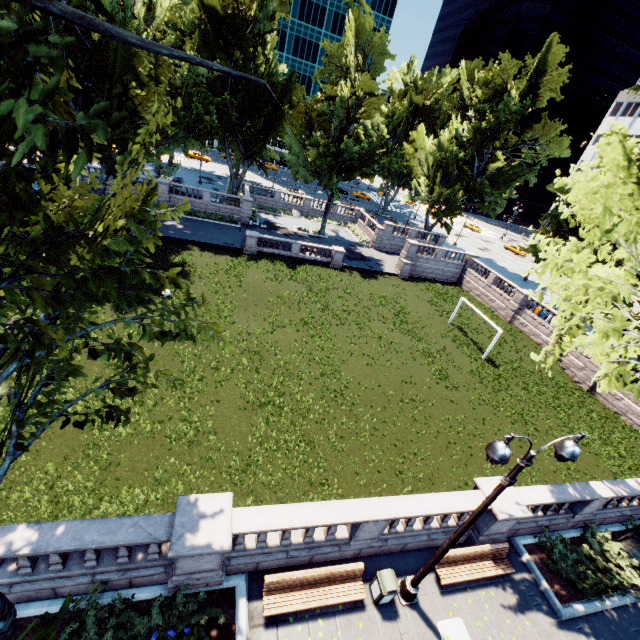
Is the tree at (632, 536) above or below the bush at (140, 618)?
above

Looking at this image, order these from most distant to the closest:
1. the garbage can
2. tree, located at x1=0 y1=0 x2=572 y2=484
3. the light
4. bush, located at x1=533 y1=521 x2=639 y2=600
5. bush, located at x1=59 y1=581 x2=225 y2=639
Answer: bush, located at x1=533 y1=521 x2=639 y2=600 → the garbage can → bush, located at x1=59 y1=581 x2=225 y2=639 → the light → tree, located at x1=0 y1=0 x2=572 y2=484

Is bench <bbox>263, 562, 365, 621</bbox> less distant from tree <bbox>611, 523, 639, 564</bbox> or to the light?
the light

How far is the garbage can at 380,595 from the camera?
9.1 meters

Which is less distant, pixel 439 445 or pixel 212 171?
pixel 439 445

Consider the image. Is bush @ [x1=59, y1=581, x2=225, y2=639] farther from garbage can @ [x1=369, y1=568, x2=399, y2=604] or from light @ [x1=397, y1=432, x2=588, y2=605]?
light @ [x1=397, y1=432, x2=588, y2=605]

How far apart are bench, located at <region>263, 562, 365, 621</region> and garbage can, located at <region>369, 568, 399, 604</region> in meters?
0.4

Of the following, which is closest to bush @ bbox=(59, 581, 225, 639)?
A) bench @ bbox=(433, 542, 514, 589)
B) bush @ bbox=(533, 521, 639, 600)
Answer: bench @ bbox=(433, 542, 514, 589)
